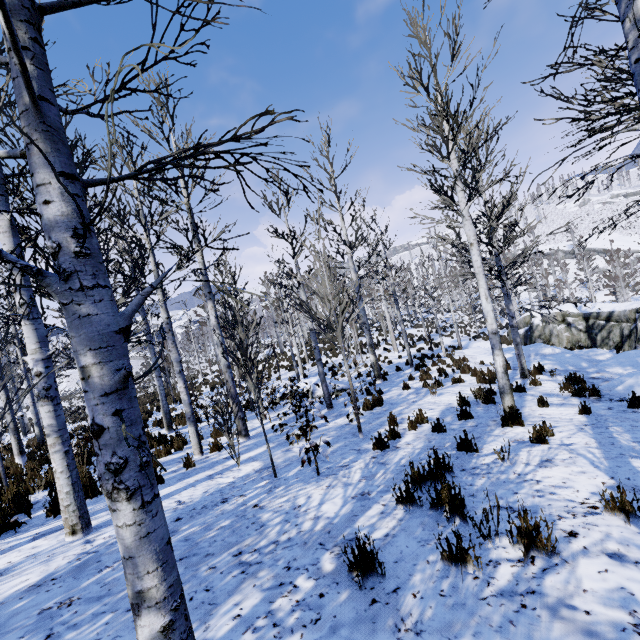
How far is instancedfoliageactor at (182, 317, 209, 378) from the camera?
33.4m

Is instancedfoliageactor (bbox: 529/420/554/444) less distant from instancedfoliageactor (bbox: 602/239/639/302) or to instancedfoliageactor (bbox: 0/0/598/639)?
instancedfoliageactor (bbox: 0/0/598/639)

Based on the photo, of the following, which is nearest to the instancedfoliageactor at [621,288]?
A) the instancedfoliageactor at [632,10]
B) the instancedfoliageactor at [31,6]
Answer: the instancedfoliageactor at [31,6]

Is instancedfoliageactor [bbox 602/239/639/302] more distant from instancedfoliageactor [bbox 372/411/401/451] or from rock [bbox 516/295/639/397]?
instancedfoliageactor [bbox 372/411/401/451]

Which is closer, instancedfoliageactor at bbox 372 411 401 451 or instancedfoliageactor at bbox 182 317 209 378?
instancedfoliageactor at bbox 372 411 401 451

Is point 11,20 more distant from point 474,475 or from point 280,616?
point 474,475

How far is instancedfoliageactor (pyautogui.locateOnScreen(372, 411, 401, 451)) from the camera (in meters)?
5.73

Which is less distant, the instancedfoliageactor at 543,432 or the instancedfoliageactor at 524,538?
the instancedfoliageactor at 524,538
